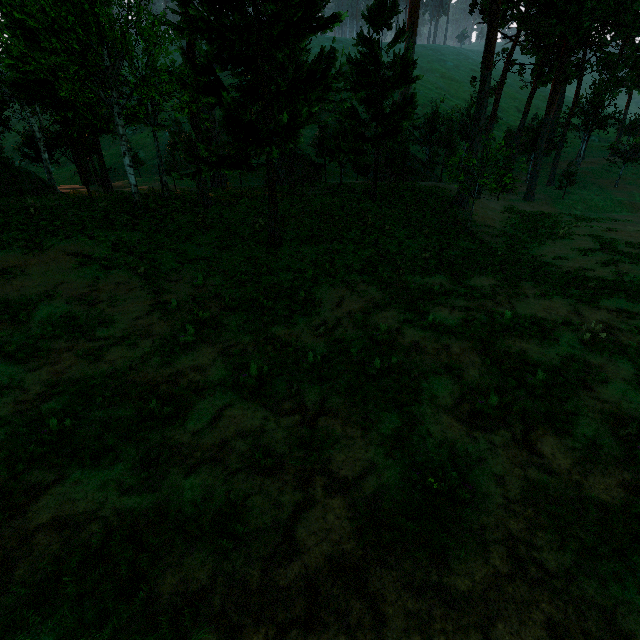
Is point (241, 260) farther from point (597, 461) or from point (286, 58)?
point (286, 58)
